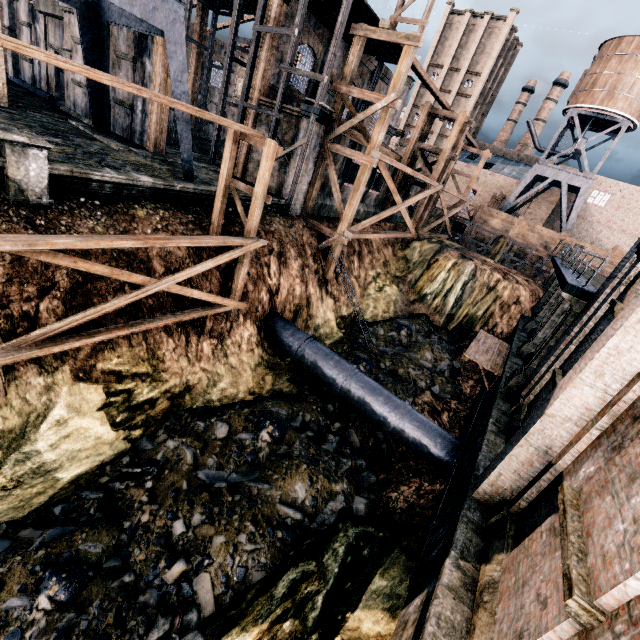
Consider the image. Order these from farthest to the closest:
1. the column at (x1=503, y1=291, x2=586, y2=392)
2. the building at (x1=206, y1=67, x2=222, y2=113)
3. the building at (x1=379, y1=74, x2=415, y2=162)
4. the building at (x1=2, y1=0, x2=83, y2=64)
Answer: the building at (x1=206, y1=67, x2=222, y2=113) < the building at (x1=379, y1=74, x2=415, y2=162) < the building at (x1=2, y1=0, x2=83, y2=64) < the column at (x1=503, y1=291, x2=586, y2=392)

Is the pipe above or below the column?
below

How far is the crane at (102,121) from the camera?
18.16m

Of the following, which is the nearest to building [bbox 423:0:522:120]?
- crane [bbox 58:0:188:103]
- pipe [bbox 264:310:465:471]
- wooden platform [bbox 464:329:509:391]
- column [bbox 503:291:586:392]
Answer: wooden platform [bbox 464:329:509:391]

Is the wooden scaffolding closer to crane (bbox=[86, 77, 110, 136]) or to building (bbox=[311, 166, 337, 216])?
building (bbox=[311, 166, 337, 216])

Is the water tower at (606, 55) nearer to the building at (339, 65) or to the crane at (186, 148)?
the building at (339, 65)

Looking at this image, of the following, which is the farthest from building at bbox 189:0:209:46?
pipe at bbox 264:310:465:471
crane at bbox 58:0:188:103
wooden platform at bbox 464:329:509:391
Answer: wooden platform at bbox 464:329:509:391

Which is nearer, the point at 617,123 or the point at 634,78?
the point at 634,78
